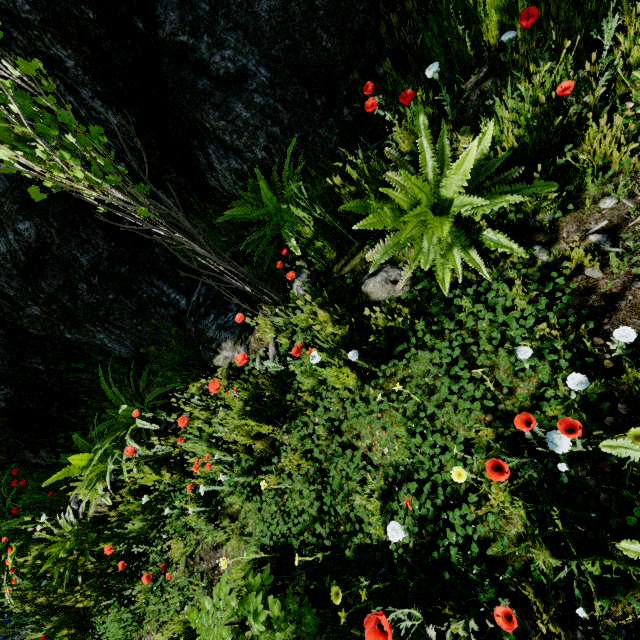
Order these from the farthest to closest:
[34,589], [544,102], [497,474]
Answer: [34,589] → [544,102] → [497,474]

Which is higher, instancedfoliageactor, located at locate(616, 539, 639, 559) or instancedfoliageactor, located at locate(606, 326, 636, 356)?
instancedfoliageactor, located at locate(616, 539, 639, 559)

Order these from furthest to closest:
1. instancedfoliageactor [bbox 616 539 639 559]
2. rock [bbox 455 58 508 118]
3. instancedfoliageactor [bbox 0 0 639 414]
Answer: rock [bbox 455 58 508 118], instancedfoliageactor [bbox 0 0 639 414], instancedfoliageactor [bbox 616 539 639 559]

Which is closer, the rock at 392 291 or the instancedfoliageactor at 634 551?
the instancedfoliageactor at 634 551

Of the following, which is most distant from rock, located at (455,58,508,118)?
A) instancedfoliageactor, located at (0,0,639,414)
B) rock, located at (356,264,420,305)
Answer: rock, located at (356,264,420,305)

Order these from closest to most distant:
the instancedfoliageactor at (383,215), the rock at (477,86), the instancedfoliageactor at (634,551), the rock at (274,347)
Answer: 1. the instancedfoliageactor at (634,551)
2. the instancedfoliageactor at (383,215)
3. the rock at (477,86)
4. the rock at (274,347)

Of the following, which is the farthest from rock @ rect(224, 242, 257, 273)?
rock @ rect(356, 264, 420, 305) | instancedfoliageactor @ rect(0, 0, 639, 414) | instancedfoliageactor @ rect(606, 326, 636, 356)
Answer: instancedfoliageactor @ rect(606, 326, 636, 356)

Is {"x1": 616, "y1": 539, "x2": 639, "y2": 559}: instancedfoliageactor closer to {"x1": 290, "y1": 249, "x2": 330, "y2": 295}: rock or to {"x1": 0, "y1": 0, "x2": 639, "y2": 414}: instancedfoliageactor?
{"x1": 0, "y1": 0, "x2": 639, "y2": 414}: instancedfoliageactor
